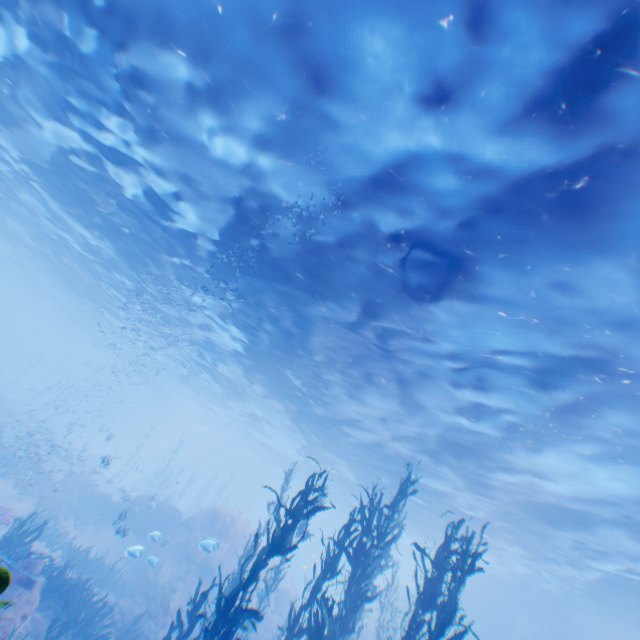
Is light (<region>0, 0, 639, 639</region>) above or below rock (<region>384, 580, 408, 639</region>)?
above

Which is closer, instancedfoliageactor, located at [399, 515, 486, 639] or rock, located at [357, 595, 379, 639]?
instancedfoliageactor, located at [399, 515, 486, 639]

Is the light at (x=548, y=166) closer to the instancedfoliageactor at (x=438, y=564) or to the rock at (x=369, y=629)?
the rock at (x=369, y=629)

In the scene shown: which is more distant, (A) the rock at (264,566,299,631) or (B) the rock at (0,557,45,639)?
(A) the rock at (264,566,299,631)

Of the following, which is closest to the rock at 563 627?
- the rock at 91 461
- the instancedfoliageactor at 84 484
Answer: the instancedfoliageactor at 84 484

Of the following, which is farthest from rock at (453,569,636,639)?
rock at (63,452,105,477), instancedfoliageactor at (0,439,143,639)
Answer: rock at (63,452,105,477)

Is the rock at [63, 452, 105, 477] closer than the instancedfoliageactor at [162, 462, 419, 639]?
No

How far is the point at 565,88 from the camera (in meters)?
4.89
